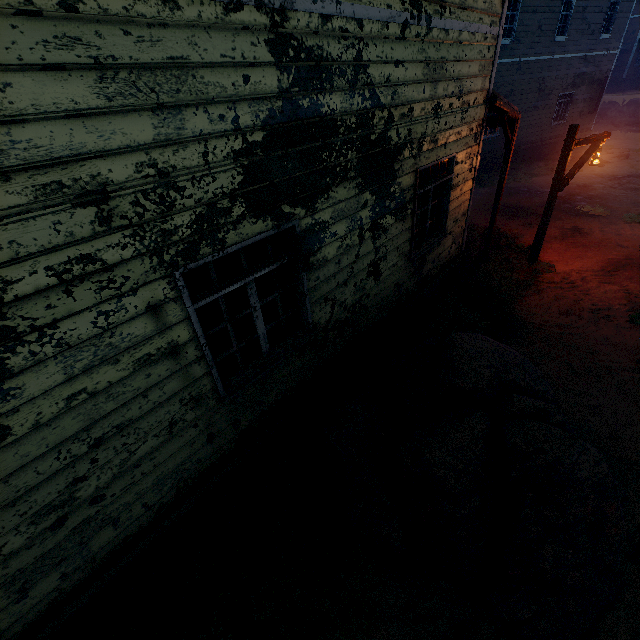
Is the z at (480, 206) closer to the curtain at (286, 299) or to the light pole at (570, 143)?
the light pole at (570, 143)

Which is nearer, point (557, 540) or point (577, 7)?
point (557, 540)

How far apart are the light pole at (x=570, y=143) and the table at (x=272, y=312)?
7.0m

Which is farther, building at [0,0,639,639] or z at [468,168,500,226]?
z at [468,168,500,226]

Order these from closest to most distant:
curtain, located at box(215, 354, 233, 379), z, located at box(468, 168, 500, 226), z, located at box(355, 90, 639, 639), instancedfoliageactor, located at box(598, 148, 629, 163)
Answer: curtain, located at box(215, 354, 233, 379), z, located at box(355, 90, 639, 639), z, located at box(468, 168, 500, 226), instancedfoliageactor, located at box(598, 148, 629, 163)

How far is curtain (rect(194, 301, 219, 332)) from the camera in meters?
3.1 m
